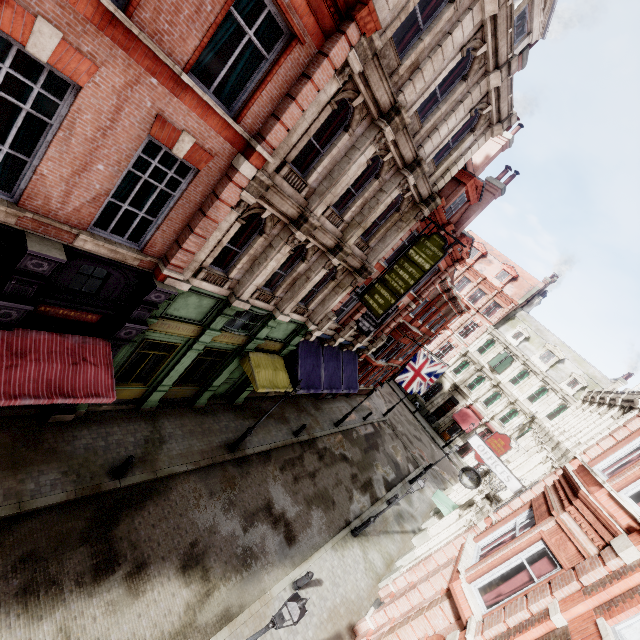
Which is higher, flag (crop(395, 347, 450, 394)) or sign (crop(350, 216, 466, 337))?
sign (crop(350, 216, 466, 337))

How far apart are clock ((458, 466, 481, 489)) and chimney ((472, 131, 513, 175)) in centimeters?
1702cm

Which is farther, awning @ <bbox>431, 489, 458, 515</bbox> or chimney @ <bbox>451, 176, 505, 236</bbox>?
chimney @ <bbox>451, 176, 505, 236</bbox>

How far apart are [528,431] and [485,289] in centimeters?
1749cm

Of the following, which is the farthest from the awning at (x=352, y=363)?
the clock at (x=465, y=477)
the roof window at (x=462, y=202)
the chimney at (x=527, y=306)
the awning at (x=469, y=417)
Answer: the chimney at (x=527, y=306)

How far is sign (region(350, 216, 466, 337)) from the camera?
13.67m

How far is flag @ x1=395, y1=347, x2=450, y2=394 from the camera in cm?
2191

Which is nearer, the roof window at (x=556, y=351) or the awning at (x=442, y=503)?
the awning at (x=442, y=503)
